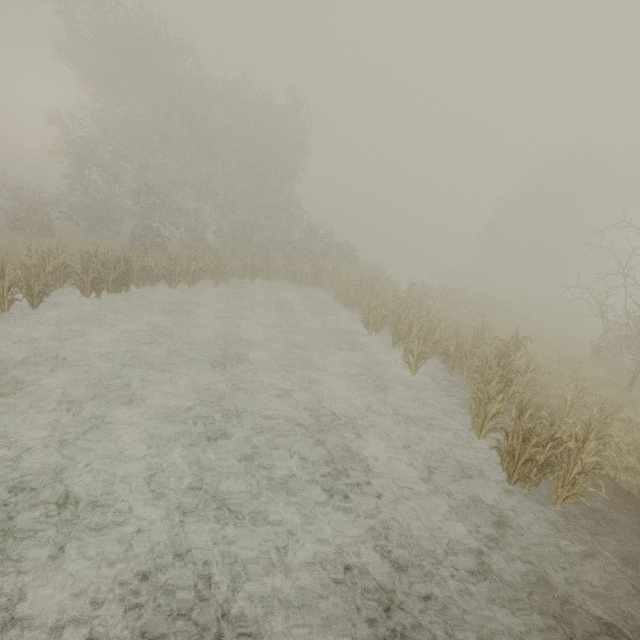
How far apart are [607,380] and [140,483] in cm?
1471
